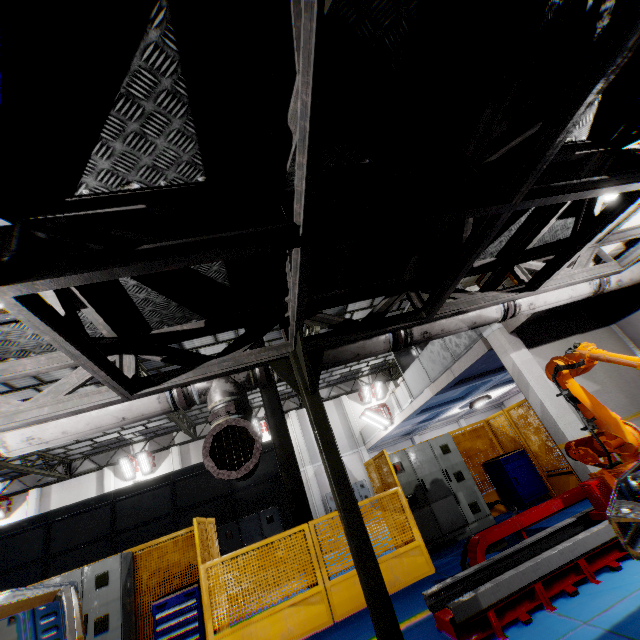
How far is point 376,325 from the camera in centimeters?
451cm

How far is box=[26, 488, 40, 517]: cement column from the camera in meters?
18.6

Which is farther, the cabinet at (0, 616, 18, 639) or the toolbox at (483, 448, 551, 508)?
the toolbox at (483, 448, 551, 508)

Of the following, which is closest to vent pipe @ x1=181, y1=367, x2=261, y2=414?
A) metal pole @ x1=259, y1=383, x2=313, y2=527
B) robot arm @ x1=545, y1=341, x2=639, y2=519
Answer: robot arm @ x1=545, y1=341, x2=639, y2=519

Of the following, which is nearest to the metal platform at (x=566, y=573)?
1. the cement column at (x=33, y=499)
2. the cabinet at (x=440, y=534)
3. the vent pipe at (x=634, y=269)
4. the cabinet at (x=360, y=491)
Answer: the vent pipe at (x=634, y=269)

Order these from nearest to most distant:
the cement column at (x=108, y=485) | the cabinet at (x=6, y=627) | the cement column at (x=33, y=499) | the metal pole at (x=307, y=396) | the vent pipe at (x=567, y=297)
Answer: the metal pole at (x=307, y=396) → the vent pipe at (x=567, y=297) → the cabinet at (x=6, y=627) → the cement column at (x=33, y=499) → the cement column at (x=108, y=485)

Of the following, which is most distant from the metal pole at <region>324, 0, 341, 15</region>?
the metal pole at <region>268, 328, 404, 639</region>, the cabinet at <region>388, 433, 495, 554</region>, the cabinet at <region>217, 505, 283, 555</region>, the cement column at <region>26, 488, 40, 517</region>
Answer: the cement column at <region>26, 488, 40, 517</region>

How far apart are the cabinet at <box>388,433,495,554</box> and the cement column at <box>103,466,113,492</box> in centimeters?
1870cm
